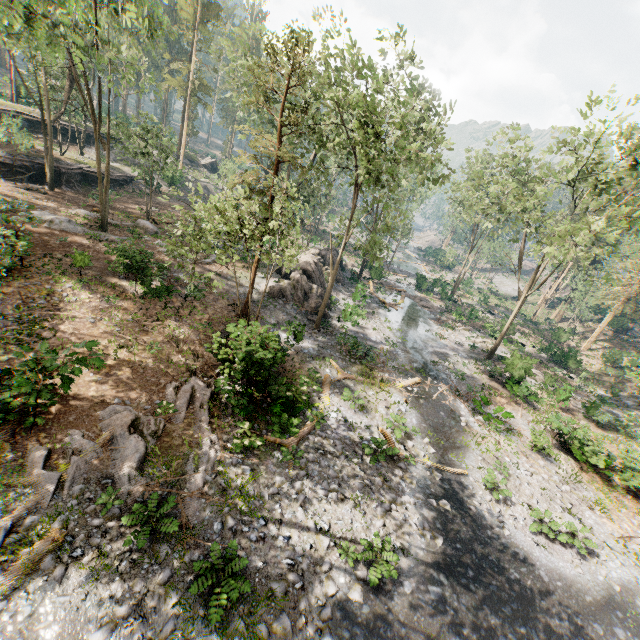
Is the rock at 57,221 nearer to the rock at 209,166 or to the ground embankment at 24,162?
the ground embankment at 24,162

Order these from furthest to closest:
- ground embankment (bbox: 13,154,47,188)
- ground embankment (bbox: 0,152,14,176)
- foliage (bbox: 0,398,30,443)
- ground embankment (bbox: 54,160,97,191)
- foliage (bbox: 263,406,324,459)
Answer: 1. ground embankment (bbox: 54,160,97,191)
2. ground embankment (bbox: 13,154,47,188)
3. ground embankment (bbox: 0,152,14,176)
4. foliage (bbox: 263,406,324,459)
5. foliage (bbox: 0,398,30,443)

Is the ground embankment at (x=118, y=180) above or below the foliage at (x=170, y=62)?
below

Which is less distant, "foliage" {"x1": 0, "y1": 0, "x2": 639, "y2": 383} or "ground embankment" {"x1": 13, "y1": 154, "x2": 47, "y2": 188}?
"foliage" {"x1": 0, "y1": 0, "x2": 639, "y2": 383}

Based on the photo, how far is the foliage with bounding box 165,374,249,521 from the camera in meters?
10.9

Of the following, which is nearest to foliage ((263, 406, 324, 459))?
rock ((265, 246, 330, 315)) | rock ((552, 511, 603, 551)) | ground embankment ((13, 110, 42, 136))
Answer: rock ((265, 246, 330, 315))

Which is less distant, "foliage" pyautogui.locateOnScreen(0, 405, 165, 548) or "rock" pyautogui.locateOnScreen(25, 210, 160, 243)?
"foliage" pyautogui.locateOnScreen(0, 405, 165, 548)

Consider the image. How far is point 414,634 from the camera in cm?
899
